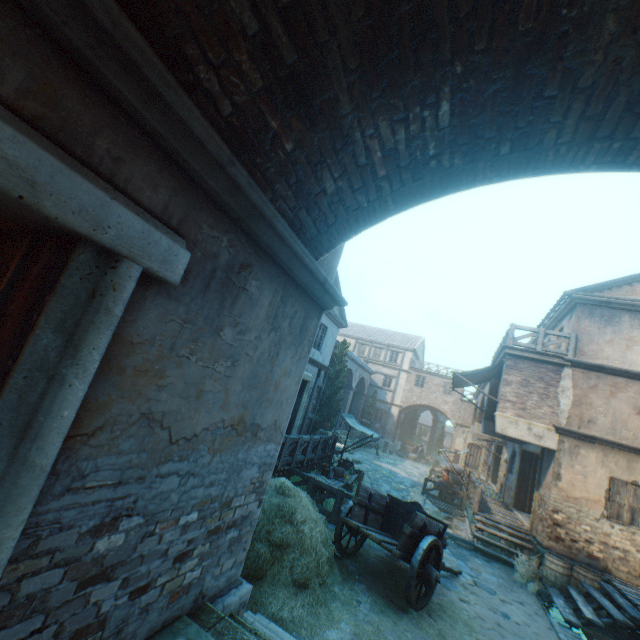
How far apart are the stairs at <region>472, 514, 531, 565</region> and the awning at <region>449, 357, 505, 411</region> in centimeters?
445cm

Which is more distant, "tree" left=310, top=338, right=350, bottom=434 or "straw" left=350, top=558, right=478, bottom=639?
"tree" left=310, top=338, right=350, bottom=434

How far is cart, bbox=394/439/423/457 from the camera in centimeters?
3450cm

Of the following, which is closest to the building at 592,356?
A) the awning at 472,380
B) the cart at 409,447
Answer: the awning at 472,380

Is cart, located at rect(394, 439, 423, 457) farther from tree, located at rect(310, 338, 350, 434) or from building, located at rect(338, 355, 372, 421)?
building, located at rect(338, 355, 372, 421)

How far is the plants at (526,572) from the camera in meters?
9.4 m

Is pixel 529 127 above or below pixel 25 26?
above

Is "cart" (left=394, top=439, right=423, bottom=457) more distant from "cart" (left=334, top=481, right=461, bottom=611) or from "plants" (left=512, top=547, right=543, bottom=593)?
"cart" (left=334, top=481, right=461, bottom=611)
